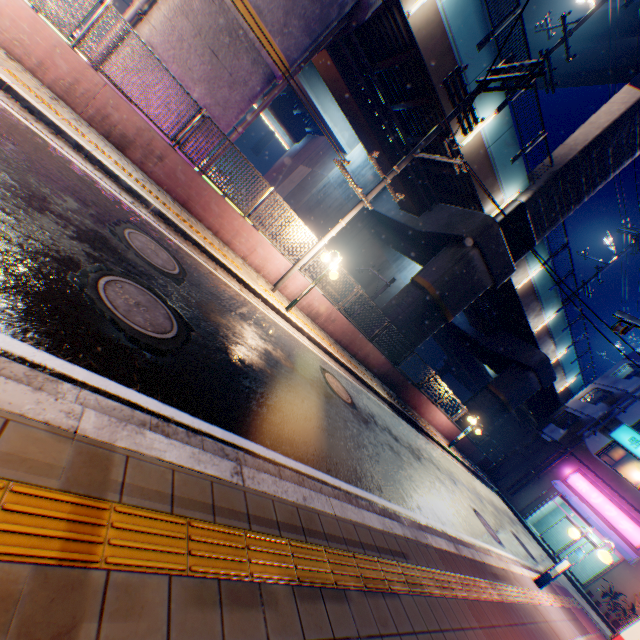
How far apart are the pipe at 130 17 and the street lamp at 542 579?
18.7 meters

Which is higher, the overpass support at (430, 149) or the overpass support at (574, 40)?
the overpass support at (574, 40)

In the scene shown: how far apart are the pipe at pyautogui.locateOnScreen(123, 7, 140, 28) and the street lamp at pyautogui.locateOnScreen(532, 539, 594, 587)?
18.70m

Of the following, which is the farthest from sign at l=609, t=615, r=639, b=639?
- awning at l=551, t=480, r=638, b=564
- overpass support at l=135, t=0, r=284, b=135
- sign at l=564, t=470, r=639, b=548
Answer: sign at l=564, t=470, r=639, b=548

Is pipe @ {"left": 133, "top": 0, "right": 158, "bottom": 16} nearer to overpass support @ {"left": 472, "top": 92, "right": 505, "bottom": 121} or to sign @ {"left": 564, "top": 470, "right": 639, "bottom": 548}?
overpass support @ {"left": 472, "top": 92, "right": 505, "bottom": 121}

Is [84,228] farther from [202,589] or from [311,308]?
[311,308]

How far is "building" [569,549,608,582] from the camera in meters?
21.8 m

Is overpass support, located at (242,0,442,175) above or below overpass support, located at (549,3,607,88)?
below
